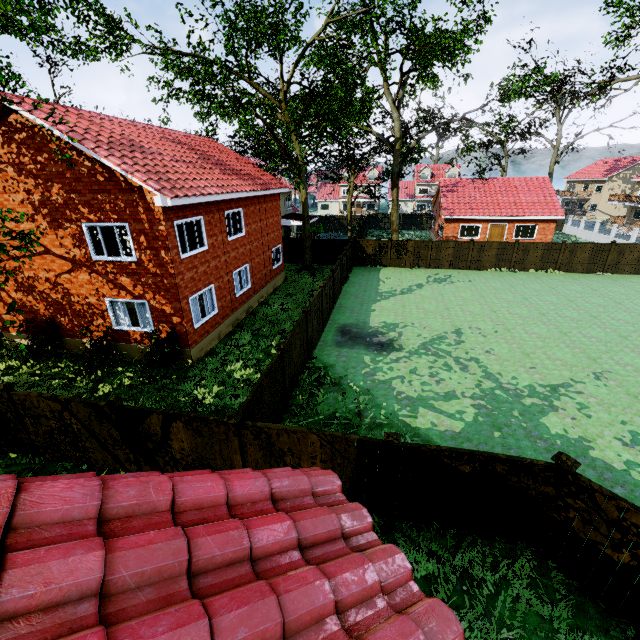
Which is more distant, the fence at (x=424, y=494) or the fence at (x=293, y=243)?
the fence at (x=293, y=243)

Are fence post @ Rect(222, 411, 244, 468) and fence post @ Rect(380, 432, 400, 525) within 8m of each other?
yes

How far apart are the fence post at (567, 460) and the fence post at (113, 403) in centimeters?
903cm

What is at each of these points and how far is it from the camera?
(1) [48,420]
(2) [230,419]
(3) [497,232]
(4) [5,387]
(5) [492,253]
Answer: (1) fence, 8.4 meters
(2) fence post, 6.9 meters
(3) door, 31.5 meters
(4) fence post, 8.1 meters
(5) fence, 26.1 meters

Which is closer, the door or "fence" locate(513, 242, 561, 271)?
"fence" locate(513, 242, 561, 271)

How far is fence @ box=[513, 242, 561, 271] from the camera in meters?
25.1 m

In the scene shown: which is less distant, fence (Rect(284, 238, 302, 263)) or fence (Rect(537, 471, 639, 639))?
fence (Rect(537, 471, 639, 639))

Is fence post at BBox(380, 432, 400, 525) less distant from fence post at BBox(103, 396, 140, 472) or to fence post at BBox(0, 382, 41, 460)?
fence post at BBox(103, 396, 140, 472)
